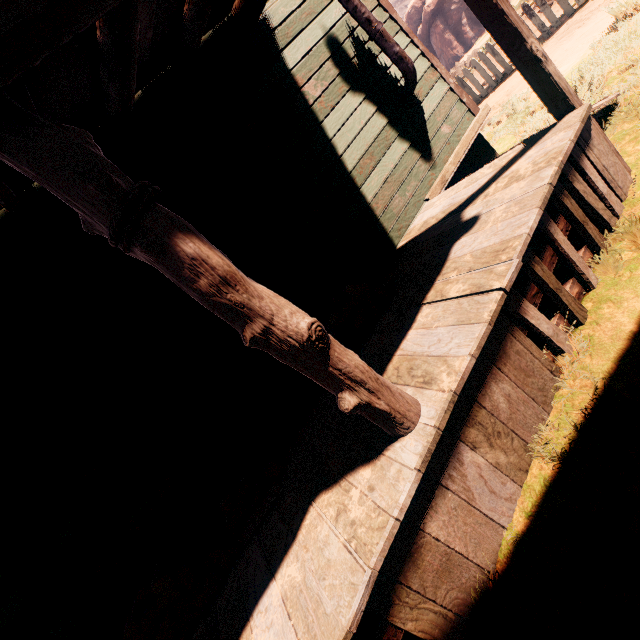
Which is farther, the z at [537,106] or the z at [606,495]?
the z at [537,106]

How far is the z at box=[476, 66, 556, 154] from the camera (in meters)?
5.21

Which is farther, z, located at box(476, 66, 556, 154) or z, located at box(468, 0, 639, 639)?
z, located at box(476, 66, 556, 154)

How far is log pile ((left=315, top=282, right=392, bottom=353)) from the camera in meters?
3.1

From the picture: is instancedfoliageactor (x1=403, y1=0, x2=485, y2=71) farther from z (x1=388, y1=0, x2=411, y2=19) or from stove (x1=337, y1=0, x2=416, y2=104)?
z (x1=388, y1=0, x2=411, y2=19)

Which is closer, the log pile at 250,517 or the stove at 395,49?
the log pile at 250,517

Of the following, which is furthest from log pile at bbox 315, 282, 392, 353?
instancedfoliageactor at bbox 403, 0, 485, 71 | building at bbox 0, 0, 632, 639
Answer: instancedfoliageactor at bbox 403, 0, 485, 71

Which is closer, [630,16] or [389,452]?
[389,452]
